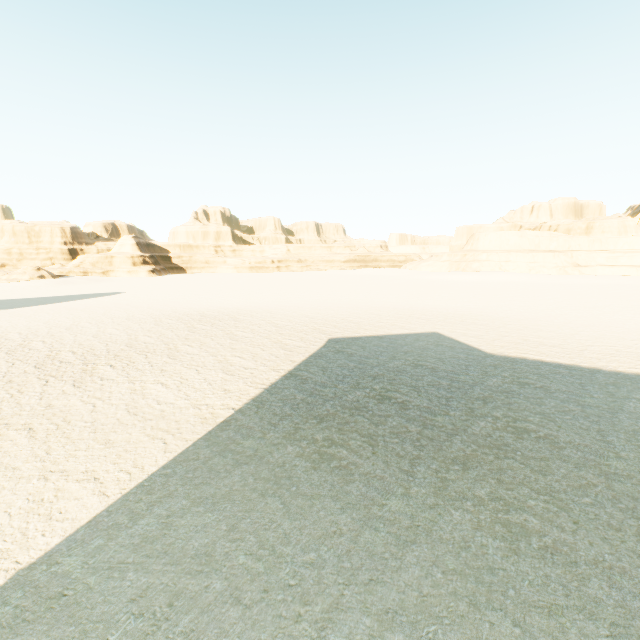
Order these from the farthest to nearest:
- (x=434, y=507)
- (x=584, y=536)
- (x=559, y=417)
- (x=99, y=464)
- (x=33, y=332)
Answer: (x=33, y=332) < (x=559, y=417) < (x=99, y=464) < (x=434, y=507) < (x=584, y=536)
